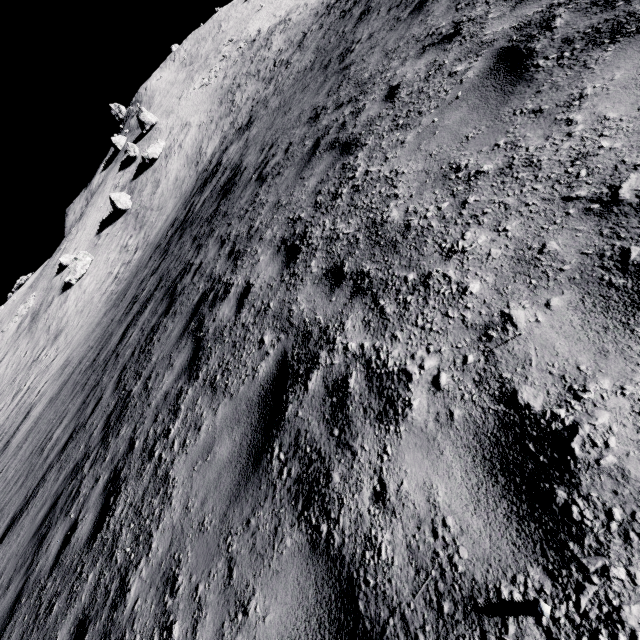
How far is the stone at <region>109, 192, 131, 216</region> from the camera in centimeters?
3556cm

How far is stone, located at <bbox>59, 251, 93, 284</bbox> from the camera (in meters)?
32.97

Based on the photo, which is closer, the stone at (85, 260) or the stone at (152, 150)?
the stone at (85, 260)

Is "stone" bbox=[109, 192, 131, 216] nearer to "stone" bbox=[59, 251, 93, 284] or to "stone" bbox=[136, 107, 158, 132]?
"stone" bbox=[59, 251, 93, 284]

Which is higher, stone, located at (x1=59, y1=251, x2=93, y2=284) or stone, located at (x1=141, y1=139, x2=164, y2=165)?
stone, located at (x1=141, y1=139, x2=164, y2=165)

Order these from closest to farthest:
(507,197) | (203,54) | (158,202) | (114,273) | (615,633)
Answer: (615,633) → (507,197) → (114,273) → (158,202) → (203,54)

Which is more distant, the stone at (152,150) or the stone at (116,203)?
the stone at (152,150)

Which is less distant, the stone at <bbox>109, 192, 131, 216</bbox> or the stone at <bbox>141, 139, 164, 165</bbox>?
the stone at <bbox>109, 192, 131, 216</bbox>
